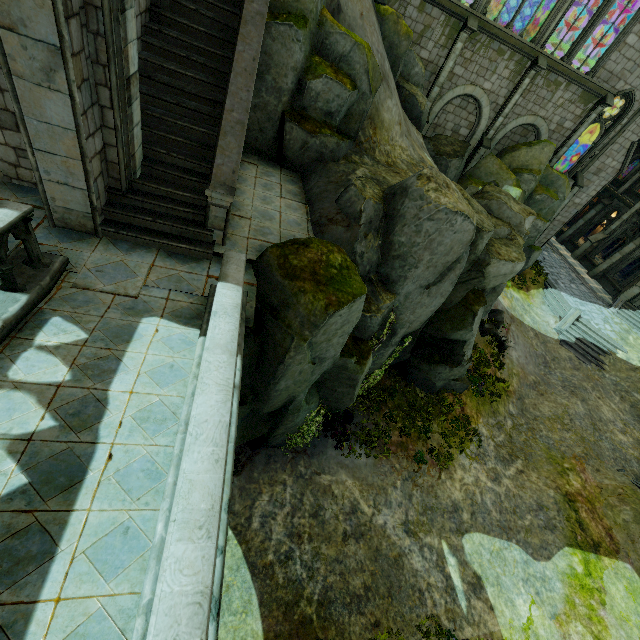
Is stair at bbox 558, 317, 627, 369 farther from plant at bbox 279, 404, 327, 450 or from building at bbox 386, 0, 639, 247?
plant at bbox 279, 404, 327, 450

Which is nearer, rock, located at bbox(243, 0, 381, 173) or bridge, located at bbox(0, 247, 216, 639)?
bridge, located at bbox(0, 247, 216, 639)

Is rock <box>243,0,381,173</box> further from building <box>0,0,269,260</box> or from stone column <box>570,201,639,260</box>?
stone column <box>570,201,639,260</box>

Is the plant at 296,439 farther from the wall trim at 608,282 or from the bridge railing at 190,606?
the wall trim at 608,282

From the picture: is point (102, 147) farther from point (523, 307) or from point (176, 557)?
point (523, 307)

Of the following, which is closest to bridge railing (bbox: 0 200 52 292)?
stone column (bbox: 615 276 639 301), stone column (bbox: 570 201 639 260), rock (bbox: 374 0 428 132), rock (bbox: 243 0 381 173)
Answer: rock (bbox: 243 0 381 173)

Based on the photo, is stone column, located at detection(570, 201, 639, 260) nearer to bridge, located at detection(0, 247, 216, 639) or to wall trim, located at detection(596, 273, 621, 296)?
wall trim, located at detection(596, 273, 621, 296)

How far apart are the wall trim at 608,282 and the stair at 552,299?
7.1 meters
